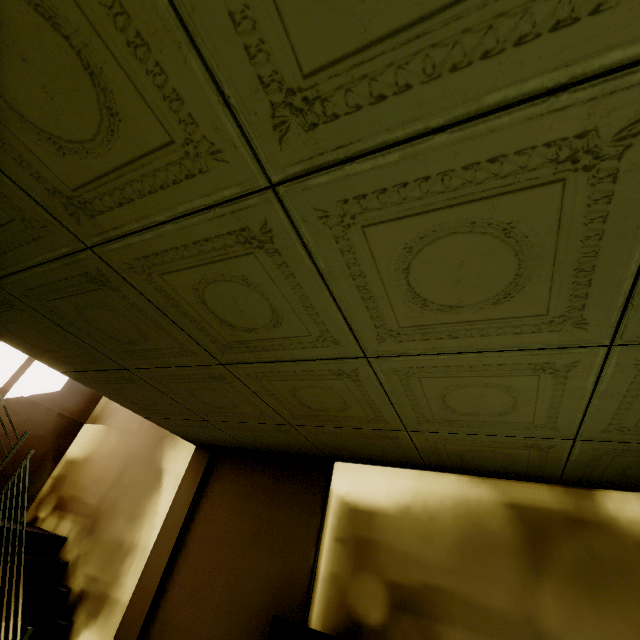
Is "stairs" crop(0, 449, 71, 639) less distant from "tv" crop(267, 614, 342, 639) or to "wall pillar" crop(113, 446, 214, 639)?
"wall pillar" crop(113, 446, 214, 639)

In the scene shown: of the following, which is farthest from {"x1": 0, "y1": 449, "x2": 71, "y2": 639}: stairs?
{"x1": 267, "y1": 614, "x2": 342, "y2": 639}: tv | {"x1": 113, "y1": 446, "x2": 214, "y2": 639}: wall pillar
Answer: {"x1": 267, "y1": 614, "x2": 342, "y2": 639}: tv

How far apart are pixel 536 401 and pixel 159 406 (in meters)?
3.16

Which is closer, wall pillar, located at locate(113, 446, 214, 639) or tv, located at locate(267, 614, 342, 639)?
tv, located at locate(267, 614, 342, 639)

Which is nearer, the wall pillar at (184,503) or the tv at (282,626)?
the tv at (282,626)

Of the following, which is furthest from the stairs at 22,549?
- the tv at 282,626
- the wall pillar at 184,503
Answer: the tv at 282,626
